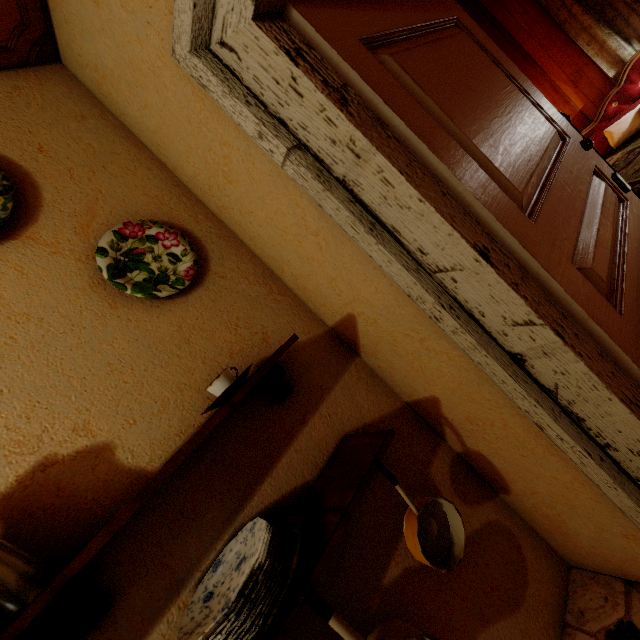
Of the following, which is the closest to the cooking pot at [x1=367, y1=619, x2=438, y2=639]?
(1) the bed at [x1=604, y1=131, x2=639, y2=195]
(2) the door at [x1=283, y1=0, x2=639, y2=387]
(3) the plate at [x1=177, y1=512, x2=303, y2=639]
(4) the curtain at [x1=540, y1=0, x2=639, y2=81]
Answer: (3) the plate at [x1=177, y1=512, x2=303, y2=639]

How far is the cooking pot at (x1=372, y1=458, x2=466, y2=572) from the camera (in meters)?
0.87

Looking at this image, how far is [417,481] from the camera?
1.2m

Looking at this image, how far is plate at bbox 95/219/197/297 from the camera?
1.01m

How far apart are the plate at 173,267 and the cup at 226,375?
0.4m

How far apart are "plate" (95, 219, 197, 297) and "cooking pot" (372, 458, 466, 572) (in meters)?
0.84

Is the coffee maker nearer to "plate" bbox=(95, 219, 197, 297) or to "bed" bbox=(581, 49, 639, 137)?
"plate" bbox=(95, 219, 197, 297)

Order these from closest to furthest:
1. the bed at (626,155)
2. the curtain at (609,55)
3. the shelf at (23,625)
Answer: the shelf at (23,625)
the bed at (626,155)
the curtain at (609,55)
